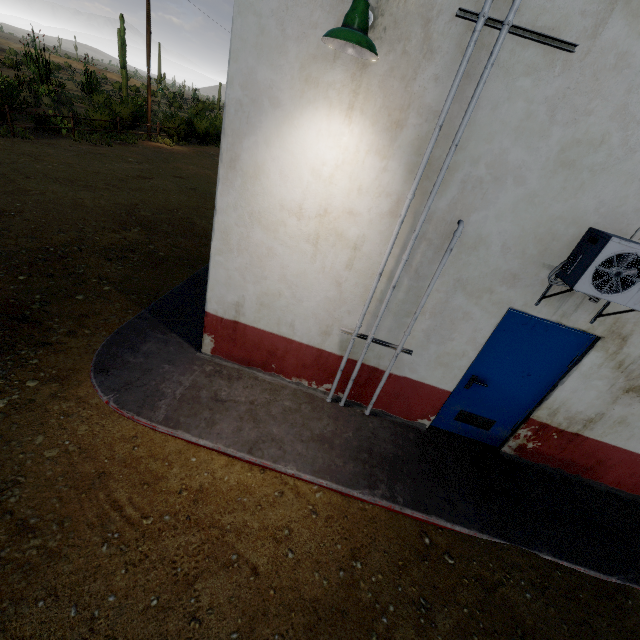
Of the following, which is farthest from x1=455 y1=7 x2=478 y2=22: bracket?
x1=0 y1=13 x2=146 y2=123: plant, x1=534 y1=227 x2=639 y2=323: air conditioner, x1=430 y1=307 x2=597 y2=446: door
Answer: x1=0 y1=13 x2=146 y2=123: plant

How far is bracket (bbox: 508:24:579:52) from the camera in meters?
2.5

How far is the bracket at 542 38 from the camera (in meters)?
2.54

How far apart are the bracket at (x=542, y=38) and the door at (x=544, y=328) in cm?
241

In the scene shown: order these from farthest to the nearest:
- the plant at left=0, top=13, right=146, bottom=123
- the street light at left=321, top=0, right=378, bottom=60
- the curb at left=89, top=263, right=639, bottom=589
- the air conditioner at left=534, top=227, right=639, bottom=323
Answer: the plant at left=0, top=13, right=146, bottom=123
the curb at left=89, top=263, right=639, bottom=589
the air conditioner at left=534, top=227, right=639, bottom=323
the street light at left=321, top=0, right=378, bottom=60

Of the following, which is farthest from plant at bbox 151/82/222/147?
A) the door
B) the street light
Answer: the door

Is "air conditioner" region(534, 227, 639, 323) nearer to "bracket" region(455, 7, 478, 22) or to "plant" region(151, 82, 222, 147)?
"bracket" region(455, 7, 478, 22)

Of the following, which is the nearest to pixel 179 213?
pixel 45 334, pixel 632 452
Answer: pixel 45 334
